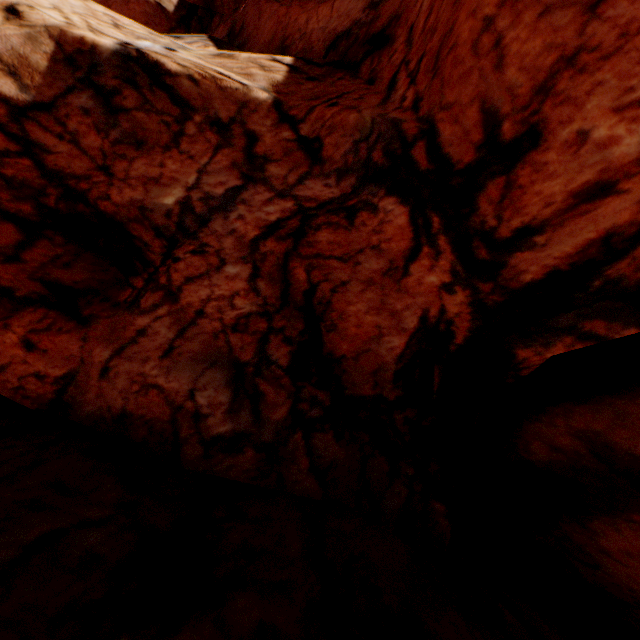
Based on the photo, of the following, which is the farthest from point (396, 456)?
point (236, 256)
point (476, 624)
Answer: point (236, 256)
